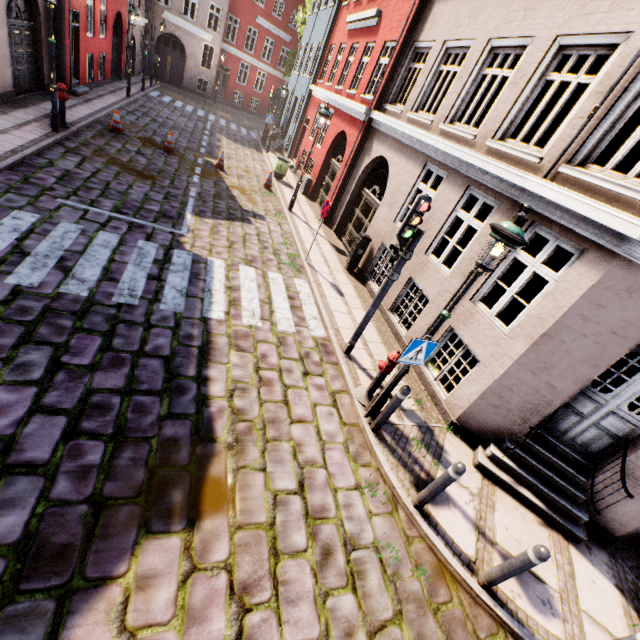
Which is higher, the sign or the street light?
the street light

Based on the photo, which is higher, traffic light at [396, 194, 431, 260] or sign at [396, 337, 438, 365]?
traffic light at [396, 194, 431, 260]

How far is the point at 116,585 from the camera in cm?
295

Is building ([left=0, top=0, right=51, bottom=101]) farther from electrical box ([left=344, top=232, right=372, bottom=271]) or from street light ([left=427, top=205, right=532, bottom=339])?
street light ([left=427, top=205, right=532, bottom=339])

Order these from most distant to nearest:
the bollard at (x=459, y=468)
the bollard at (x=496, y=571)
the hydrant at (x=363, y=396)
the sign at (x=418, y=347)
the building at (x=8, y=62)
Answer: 1. the building at (x=8, y=62)
2. the hydrant at (x=363, y=396)
3. the sign at (x=418, y=347)
4. the bollard at (x=459, y=468)
5. the bollard at (x=496, y=571)

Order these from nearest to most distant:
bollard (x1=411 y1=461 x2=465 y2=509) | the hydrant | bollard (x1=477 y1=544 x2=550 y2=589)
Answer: bollard (x1=477 y1=544 x2=550 y2=589) → bollard (x1=411 y1=461 x2=465 y2=509) → the hydrant

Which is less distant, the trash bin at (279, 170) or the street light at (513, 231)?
the street light at (513, 231)

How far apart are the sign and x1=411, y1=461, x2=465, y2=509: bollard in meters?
1.4
